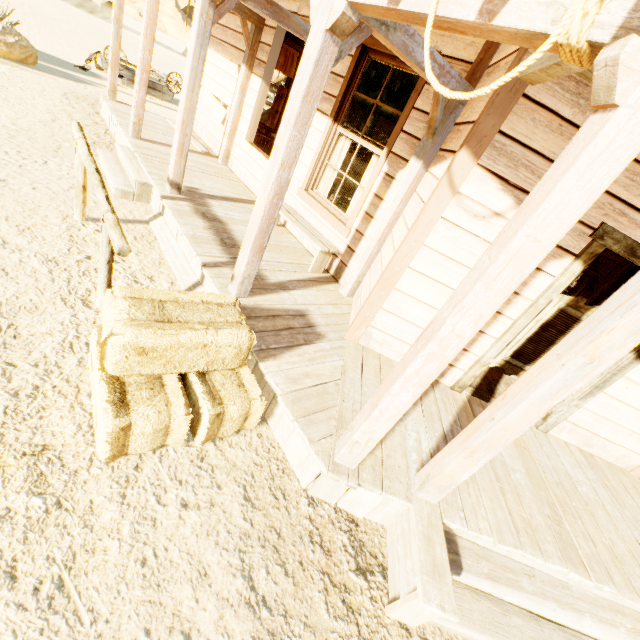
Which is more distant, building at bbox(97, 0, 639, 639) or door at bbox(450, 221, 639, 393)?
door at bbox(450, 221, 639, 393)

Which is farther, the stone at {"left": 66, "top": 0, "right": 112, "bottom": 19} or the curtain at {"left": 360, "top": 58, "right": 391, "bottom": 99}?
the stone at {"left": 66, "top": 0, "right": 112, "bottom": 19}

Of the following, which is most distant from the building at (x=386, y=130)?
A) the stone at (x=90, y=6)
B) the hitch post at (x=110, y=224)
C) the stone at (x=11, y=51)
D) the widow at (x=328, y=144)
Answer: the stone at (x=90, y=6)

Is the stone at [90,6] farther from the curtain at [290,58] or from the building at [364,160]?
the curtain at [290,58]

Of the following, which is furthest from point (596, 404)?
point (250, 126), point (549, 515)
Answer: point (250, 126)

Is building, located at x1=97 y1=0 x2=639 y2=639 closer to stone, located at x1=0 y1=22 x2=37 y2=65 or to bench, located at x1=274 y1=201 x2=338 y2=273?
bench, located at x1=274 y1=201 x2=338 y2=273

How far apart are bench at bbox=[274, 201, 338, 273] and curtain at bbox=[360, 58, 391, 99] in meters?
1.8 m

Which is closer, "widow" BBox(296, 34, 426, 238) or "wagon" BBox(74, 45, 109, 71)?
"widow" BBox(296, 34, 426, 238)
